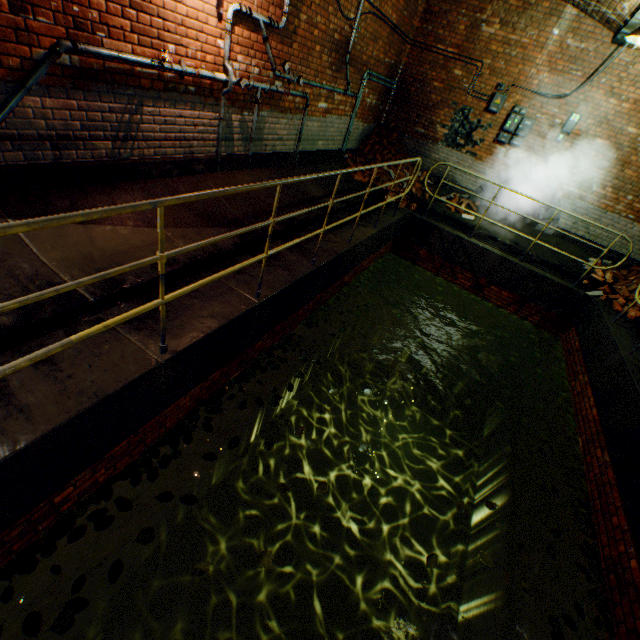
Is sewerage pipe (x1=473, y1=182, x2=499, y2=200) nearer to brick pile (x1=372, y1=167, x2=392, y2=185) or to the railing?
brick pile (x1=372, y1=167, x2=392, y2=185)

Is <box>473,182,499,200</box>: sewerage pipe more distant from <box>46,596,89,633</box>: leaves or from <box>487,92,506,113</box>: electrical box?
<box>46,596,89,633</box>: leaves

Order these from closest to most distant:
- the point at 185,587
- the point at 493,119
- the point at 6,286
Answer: the point at 6,286, the point at 185,587, the point at 493,119

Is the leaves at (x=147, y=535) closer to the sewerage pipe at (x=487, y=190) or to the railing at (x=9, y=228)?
the railing at (x=9, y=228)

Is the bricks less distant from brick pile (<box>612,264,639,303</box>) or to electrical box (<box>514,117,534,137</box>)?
brick pile (<box>612,264,639,303</box>)

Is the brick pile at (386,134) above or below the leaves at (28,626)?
above

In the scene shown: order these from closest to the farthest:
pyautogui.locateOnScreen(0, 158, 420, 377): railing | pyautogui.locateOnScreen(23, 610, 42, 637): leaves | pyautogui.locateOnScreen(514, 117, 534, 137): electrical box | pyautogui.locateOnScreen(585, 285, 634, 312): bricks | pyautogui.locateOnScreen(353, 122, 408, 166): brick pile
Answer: pyautogui.locateOnScreen(0, 158, 420, 377): railing
pyautogui.locateOnScreen(23, 610, 42, 637): leaves
pyautogui.locateOnScreen(585, 285, 634, 312): bricks
pyautogui.locateOnScreen(514, 117, 534, 137): electrical box
pyautogui.locateOnScreen(353, 122, 408, 166): brick pile

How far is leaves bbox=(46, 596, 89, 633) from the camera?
2.2m
